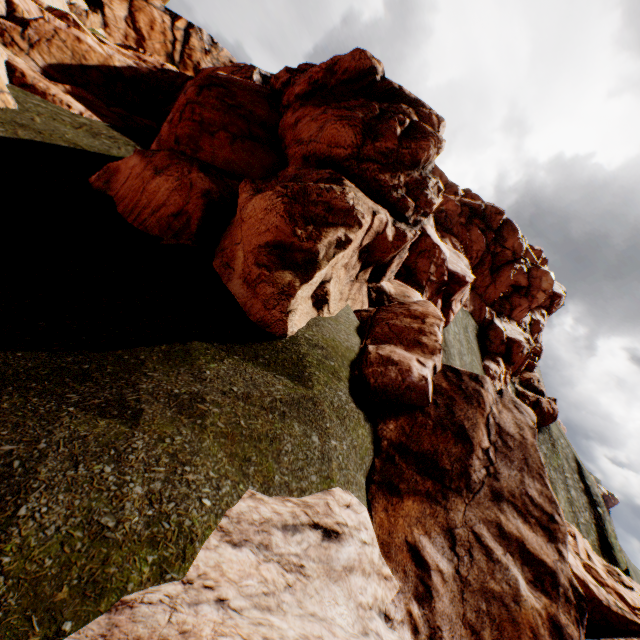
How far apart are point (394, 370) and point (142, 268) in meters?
6.3 m
